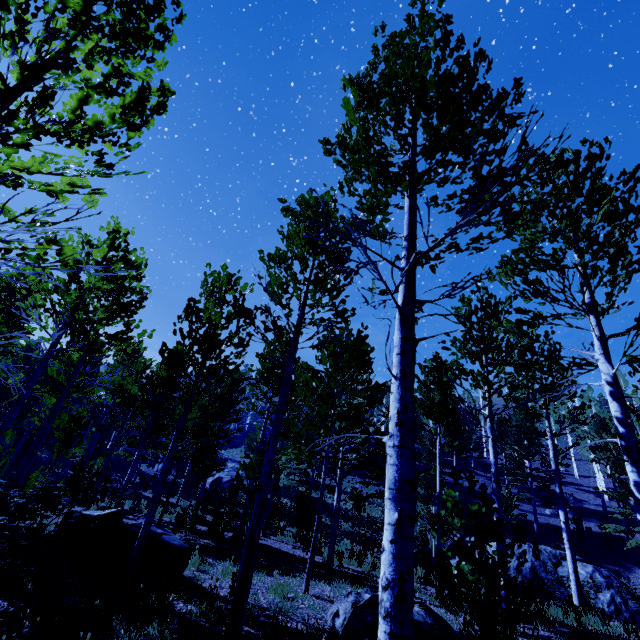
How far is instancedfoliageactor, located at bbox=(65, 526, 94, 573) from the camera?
5.9m

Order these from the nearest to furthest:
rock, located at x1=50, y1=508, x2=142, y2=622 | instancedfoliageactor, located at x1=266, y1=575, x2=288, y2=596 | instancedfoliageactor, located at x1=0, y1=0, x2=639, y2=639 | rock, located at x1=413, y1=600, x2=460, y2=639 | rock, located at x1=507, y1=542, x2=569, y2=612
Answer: instancedfoliageactor, located at x1=0, y1=0, x2=639, y2=639
rock, located at x1=413, y1=600, x2=460, y2=639
rock, located at x1=50, y1=508, x2=142, y2=622
instancedfoliageactor, located at x1=266, y1=575, x2=288, y2=596
rock, located at x1=507, y1=542, x2=569, y2=612

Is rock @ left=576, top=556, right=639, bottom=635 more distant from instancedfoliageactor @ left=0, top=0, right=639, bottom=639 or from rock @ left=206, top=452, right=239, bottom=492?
rock @ left=206, top=452, right=239, bottom=492

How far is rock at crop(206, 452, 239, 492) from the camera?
31.06m

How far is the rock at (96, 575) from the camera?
5.0 meters

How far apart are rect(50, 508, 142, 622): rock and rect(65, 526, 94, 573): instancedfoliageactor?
0.4 meters

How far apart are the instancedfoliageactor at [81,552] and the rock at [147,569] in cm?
42

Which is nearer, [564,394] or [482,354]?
[482,354]
